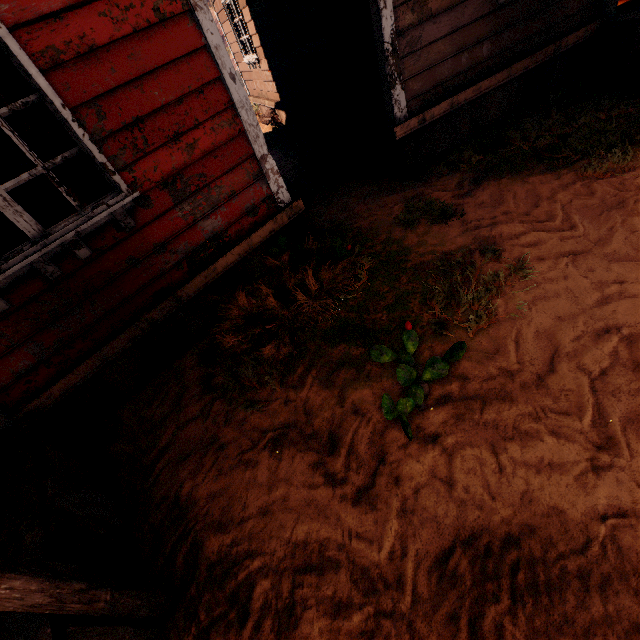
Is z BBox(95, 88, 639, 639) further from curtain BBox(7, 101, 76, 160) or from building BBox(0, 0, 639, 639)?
curtain BBox(7, 101, 76, 160)

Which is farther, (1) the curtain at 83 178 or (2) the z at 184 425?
(1) the curtain at 83 178

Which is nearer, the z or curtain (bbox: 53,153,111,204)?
the z

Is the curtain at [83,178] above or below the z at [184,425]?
above

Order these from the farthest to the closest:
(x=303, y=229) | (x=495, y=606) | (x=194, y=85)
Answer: (x=303, y=229) < (x=194, y=85) < (x=495, y=606)

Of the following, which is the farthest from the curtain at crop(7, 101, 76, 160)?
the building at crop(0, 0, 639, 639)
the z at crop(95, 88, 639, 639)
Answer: the z at crop(95, 88, 639, 639)
